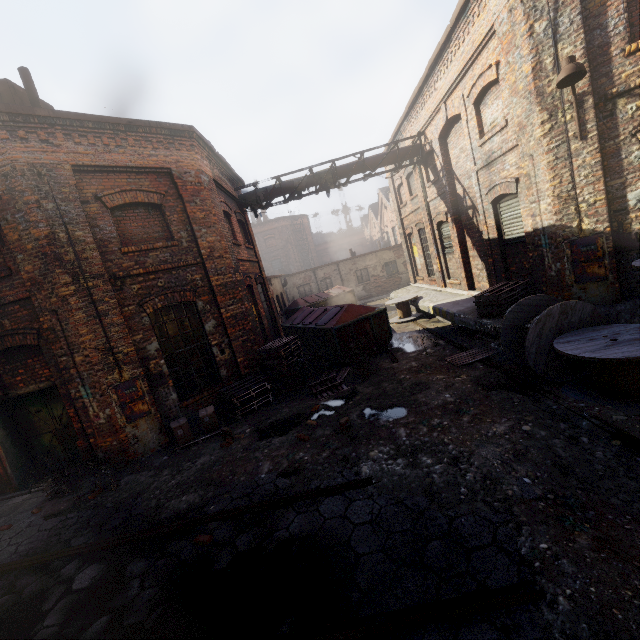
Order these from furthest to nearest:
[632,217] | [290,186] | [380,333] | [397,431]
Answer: [290,186]
[380,333]
[632,217]
[397,431]

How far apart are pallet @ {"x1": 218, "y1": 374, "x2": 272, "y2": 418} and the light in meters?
8.0

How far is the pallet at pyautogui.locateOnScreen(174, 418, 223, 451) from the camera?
7.5m

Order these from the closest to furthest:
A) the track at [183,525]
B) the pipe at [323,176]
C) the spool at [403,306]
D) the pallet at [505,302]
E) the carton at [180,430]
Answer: the track at [183,525]
the carton at [180,430]
the pallet at [505,302]
the pipe at [323,176]
the spool at [403,306]

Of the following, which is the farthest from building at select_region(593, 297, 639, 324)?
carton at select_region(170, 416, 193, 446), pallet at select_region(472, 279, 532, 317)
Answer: carton at select_region(170, 416, 193, 446)

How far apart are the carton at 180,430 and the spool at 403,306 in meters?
9.7

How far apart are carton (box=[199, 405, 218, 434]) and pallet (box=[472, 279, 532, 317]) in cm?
737

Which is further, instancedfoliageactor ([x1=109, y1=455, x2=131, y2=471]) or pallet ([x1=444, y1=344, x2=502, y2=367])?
pallet ([x1=444, y1=344, x2=502, y2=367])
